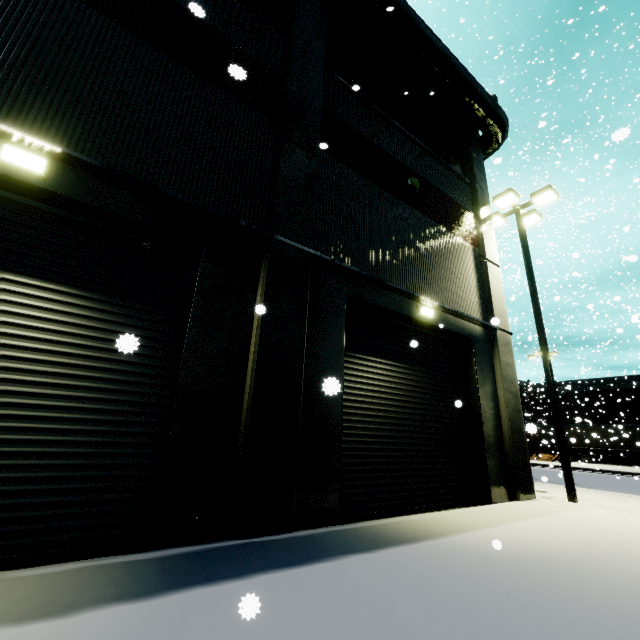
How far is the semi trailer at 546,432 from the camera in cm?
460

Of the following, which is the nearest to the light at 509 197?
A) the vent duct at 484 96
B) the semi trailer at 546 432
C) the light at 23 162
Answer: the semi trailer at 546 432

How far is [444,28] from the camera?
26.66m

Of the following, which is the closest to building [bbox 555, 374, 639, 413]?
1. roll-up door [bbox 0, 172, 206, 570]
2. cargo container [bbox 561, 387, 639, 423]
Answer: roll-up door [bbox 0, 172, 206, 570]

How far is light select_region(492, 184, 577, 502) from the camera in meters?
9.1 m

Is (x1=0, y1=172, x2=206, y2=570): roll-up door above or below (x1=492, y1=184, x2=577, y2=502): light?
below

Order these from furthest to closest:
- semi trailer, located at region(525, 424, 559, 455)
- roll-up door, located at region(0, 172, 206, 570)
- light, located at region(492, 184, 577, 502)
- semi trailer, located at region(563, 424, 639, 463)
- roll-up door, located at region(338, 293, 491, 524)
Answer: semi trailer, located at region(563, 424, 639, 463), light, located at region(492, 184, 577, 502), roll-up door, located at region(338, 293, 491, 524), semi trailer, located at region(525, 424, 559, 455), roll-up door, located at region(0, 172, 206, 570)

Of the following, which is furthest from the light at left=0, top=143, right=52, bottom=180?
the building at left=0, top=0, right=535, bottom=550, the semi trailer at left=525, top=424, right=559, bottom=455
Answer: the semi trailer at left=525, top=424, right=559, bottom=455
